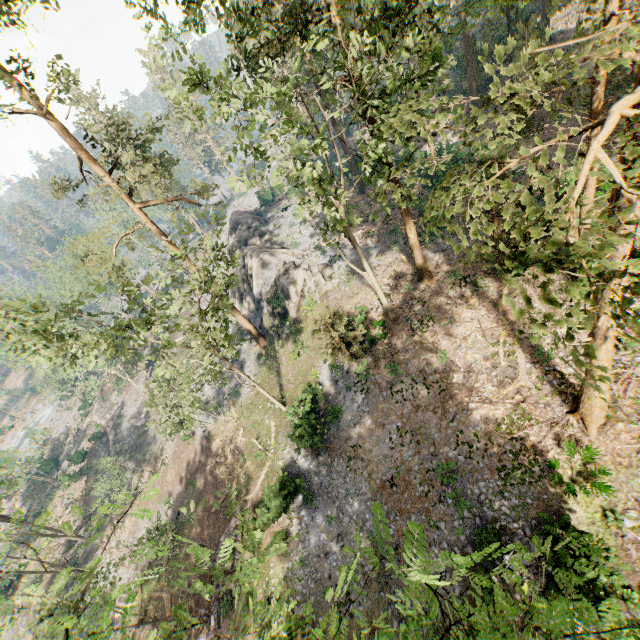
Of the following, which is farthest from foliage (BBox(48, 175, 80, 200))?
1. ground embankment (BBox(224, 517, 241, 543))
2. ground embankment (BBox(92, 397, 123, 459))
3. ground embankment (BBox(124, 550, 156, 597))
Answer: ground embankment (BBox(124, 550, 156, 597))

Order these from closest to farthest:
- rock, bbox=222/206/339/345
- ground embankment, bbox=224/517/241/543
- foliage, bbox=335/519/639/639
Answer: foliage, bbox=335/519/639/639
ground embankment, bbox=224/517/241/543
rock, bbox=222/206/339/345

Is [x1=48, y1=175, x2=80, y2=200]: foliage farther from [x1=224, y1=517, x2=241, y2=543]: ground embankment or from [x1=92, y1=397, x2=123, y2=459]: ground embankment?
[x1=224, y1=517, x2=241, y2=543]: ground embankment

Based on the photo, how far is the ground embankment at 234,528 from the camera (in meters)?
21.89

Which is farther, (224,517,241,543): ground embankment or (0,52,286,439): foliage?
(224,517,241,543): ground embankment

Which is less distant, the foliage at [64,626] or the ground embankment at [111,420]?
the foliage at [64,626]

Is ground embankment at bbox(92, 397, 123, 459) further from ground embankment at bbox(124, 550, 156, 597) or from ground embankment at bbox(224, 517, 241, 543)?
ground embankment at bbox(224, 517, 241, 543)

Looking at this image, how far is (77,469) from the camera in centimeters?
4881cm
